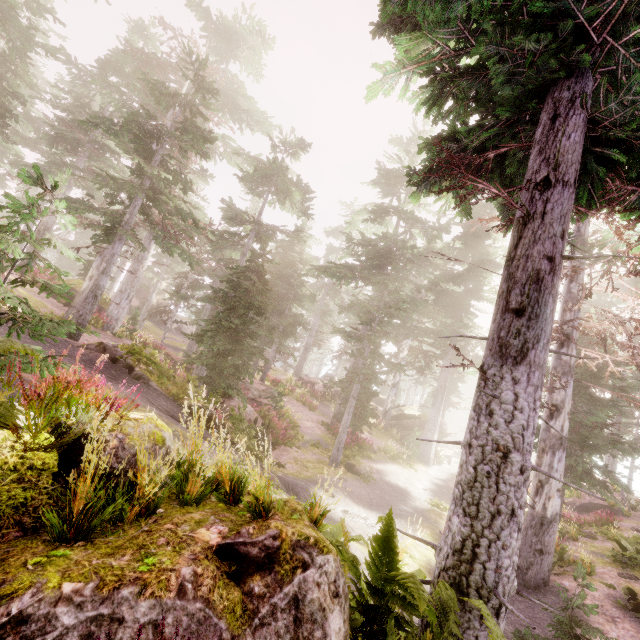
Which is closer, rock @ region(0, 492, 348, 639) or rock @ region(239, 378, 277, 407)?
rock @ region(0, 492, 348, 639)

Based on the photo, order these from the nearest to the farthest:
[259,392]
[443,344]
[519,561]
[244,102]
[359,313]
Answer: [519,561], [359,313], [259,392], [244,102], [443,344]

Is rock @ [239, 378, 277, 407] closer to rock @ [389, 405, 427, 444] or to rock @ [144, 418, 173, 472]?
rock @ [144, 418, 173, 472]

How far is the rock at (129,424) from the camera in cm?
275

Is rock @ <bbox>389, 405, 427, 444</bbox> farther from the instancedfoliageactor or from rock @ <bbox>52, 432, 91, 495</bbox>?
rock @ <bbox>52, 432, 91, 495</bbox>

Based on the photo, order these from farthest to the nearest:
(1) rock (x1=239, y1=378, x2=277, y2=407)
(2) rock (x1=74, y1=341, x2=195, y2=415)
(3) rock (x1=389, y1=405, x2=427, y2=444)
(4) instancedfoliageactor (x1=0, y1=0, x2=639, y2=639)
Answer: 1. (3) rock (x1=389, y1=405, x2=427, y2=444)
2. (1) rock (x1=239, y1=378, x2=277, y2=407)
3. (2) rock (x1=74, y1=341, x2=195, y2=415)
4. (4) instancedfoliageactor (x1=0, y1=0, x2=639, y2=639)

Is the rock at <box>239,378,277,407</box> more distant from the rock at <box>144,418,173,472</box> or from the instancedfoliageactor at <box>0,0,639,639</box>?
the rock at <box>144,418,173,472</box>

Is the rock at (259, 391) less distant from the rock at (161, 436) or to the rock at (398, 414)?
the rock at (161, 436)
